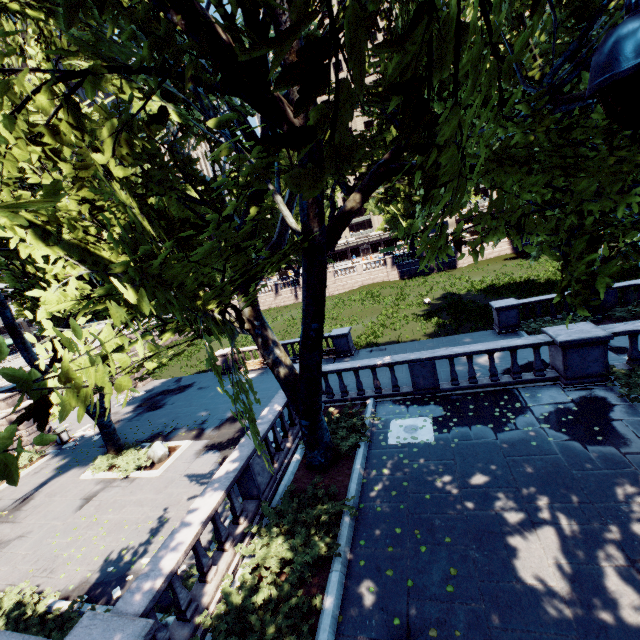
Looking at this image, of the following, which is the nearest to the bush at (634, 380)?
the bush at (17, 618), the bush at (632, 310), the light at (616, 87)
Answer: the light at (616, 87)

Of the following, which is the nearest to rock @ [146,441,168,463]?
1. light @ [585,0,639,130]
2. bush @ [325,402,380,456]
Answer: bush @ [325,402,380,456]

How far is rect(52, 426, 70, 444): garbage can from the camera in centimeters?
2038cm

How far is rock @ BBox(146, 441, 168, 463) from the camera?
15.3 meters

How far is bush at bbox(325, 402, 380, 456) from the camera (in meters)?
10.09

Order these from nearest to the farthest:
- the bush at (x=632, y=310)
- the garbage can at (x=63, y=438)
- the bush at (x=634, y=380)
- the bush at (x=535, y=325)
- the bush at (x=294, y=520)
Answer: the bush at (x=294, y=520) < the bush at (x=634, y=380) < the bush at (x=632, y=310) < the bush at (x=535, y=325) < the garbage can at (x=63, y=438)

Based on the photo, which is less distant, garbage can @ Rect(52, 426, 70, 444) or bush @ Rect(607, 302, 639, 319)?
bush @ Rect(607, 302, 639, 319)

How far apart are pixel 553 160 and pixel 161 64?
9.29m
